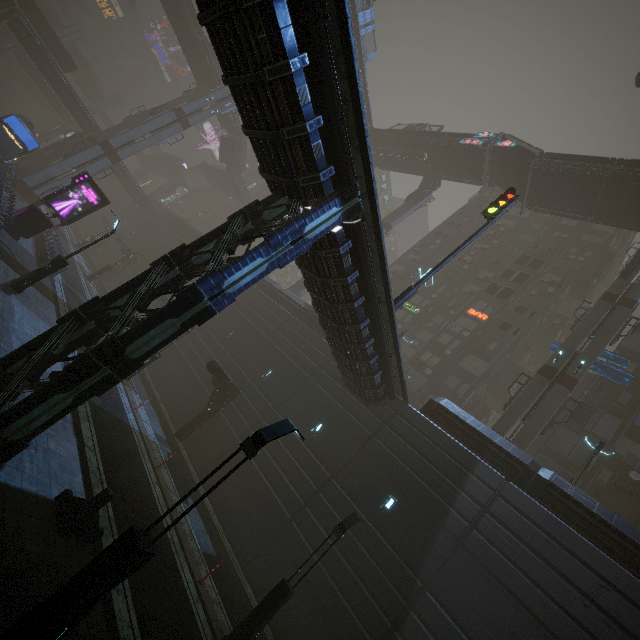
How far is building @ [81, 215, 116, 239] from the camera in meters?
48.6 m

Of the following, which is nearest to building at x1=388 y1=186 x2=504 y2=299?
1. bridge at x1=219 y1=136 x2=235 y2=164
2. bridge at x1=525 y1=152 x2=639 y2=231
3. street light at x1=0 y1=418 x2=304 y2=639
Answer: street light at x1=0 y1=418 x2=304 y2=639

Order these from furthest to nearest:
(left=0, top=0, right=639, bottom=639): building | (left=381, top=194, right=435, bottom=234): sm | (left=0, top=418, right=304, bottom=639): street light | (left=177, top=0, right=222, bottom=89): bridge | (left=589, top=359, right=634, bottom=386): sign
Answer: (left=177, top=0, right=222, bottom=89): bridge < (left=381, top=194, right=435, bottom=234): sm < (left=589, top=359, right=634, bottom=386): sign < (left=0, top=0, right=639, bottom=639): building < (left=0, top=418, right=304, bottom=639): street light

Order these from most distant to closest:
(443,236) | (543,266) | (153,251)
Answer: (443,236) < (153,251) < (543,266)

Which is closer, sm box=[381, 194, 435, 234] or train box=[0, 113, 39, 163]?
train box=[0, 113, 39, 163]

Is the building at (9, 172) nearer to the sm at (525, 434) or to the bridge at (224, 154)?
the sm at (525, 434)

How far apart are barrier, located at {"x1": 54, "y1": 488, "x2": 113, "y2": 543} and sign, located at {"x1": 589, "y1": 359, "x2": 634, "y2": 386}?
28.20m

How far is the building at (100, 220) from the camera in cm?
4856
